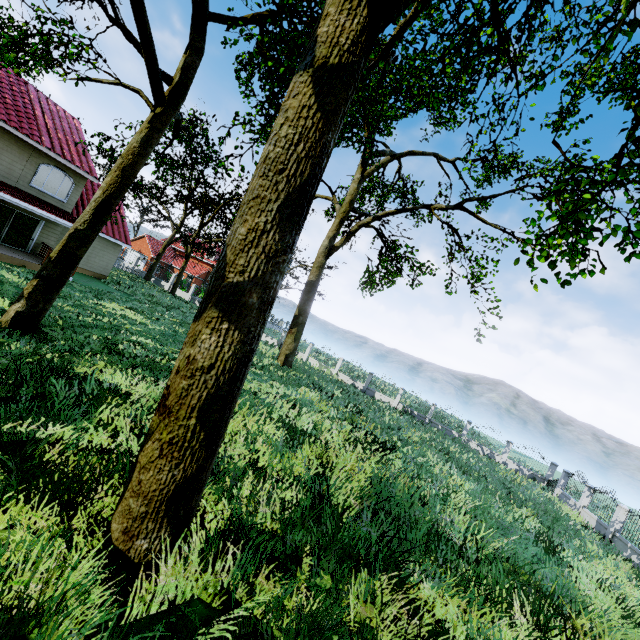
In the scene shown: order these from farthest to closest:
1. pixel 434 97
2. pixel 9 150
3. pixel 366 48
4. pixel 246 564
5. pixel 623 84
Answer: pixel 434 97 → pixel 9 150 → pixel 623 84 → pixel 246 564 → pixel 366 48

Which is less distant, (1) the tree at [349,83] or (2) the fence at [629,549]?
(1) the tree at [349,83]

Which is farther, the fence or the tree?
the fence
